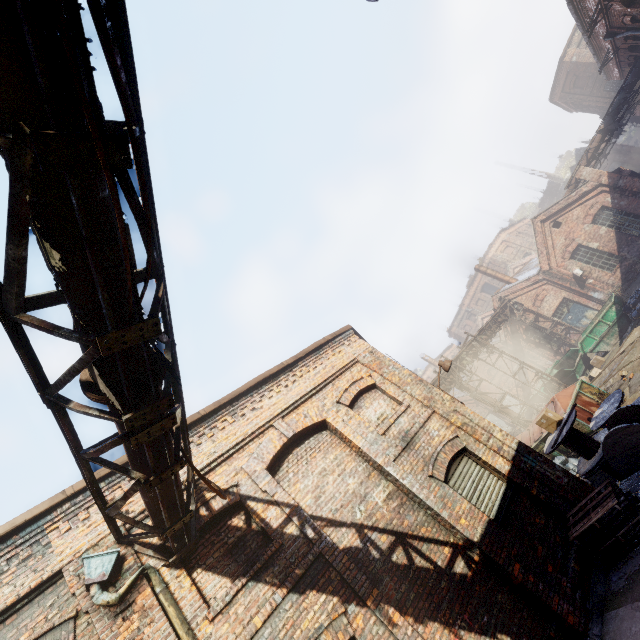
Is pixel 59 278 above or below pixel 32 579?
below

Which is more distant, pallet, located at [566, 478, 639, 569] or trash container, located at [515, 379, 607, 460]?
trash container, located at [515, 379, 607, 460]

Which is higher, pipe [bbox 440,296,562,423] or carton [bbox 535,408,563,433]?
pipe [bbox 440,296,562,423]

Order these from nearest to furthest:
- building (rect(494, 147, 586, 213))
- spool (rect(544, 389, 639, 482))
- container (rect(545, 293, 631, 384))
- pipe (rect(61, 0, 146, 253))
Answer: pipe (rect(61, 0, 146, 253)) → spool (rect(544, 389, 639, 482)) → container (rect(545, 293, 631, 384)) → building (rect(494, 147, 586, 213))

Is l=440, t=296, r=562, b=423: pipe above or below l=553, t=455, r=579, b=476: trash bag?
above

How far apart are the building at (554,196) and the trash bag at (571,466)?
48.5 meters

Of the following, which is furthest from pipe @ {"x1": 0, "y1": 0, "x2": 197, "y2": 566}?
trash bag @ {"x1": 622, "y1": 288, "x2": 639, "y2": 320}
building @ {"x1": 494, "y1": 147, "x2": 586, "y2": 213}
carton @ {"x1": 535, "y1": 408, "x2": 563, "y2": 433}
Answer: building @ {"x1": 494, "y1": 147, "x2": 586, "y2": 213}

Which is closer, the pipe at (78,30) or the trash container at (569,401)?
the pipe at (78,30)
